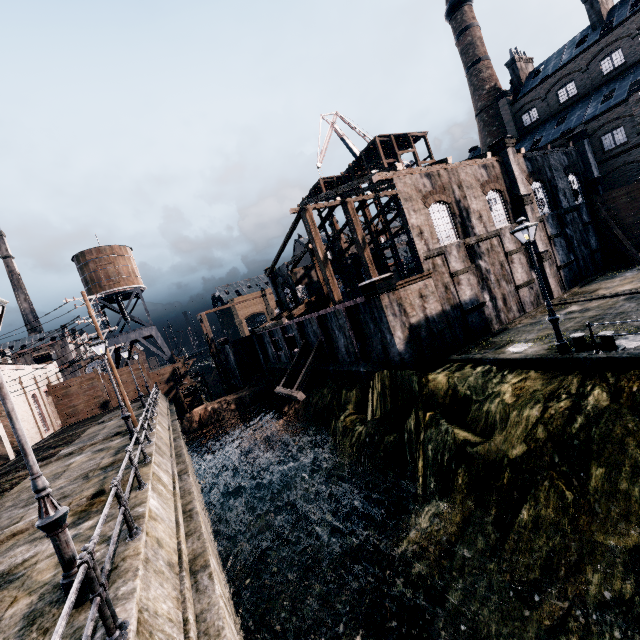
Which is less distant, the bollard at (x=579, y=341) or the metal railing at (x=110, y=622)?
the metal railing at (x=110, y=622)

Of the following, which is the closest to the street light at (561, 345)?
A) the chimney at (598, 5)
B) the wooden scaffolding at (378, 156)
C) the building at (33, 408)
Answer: the wooden scaffolding at (378, 156)

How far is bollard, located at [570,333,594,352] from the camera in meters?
13.1 m

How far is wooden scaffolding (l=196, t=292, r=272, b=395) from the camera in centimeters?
4447cm

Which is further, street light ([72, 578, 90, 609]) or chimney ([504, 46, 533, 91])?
chimney ([504, 46, 533, 91])

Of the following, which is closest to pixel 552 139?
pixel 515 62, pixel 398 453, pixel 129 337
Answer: pixel 515 62

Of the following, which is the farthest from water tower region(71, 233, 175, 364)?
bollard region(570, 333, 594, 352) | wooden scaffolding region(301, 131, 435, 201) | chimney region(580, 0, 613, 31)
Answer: chimney region(580, 0, 613, 31)

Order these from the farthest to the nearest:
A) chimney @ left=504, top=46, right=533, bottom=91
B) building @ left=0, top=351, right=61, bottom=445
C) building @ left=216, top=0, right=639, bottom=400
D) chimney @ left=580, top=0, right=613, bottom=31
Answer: chimney @ left=504, top=46, right=533, bottom=91
chimney @ left=580, top=0, right=613, bottom=31
building @ left=0, top=351, right=61, bottom=445
building @ left=216, top=0, right=639, bottom=400
